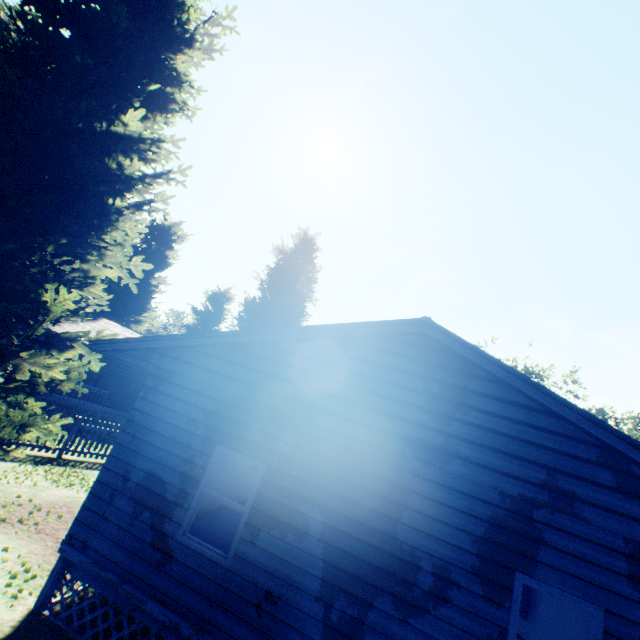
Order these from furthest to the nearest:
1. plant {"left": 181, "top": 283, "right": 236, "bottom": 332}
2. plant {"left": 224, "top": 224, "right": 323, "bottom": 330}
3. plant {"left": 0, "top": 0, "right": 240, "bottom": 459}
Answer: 1. plant {"left": 181, "top": 283, "right": 236, "bottom": 332}
2. plant {"left": 224, "top": 224, "right": 323, "bottom": 330}
3. plant {"left": 0, "top": 0, "right": 240, "bottom": 459}

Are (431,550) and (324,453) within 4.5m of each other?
yes

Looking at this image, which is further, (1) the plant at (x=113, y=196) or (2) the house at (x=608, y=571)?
(1) the plant at (x=113, y=196)

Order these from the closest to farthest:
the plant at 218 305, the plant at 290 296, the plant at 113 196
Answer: the plant at 113 196, the plant at 290 296, the plant at 218 305

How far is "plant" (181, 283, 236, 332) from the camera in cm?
4044

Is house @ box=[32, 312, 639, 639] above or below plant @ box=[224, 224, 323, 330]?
below

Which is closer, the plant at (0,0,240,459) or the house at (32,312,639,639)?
the house at (32,312,639,639)

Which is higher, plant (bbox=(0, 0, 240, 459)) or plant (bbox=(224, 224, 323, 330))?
plant (bbox=(224, 224, 323, 330))
